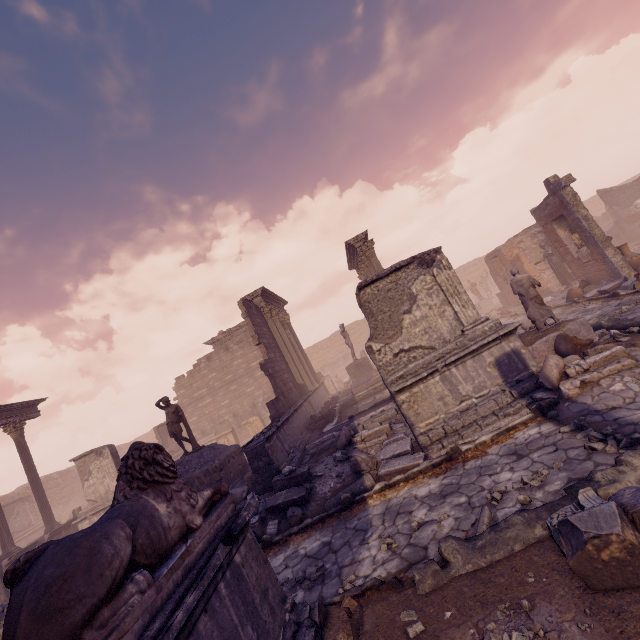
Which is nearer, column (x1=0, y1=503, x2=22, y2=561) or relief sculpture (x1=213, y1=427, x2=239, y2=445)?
column (x1=0, y1=503, x2=22, y2=561)

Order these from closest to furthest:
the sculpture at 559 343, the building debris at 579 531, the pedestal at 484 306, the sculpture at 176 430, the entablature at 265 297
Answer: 1. the building debris at 579 531
2. the sculpture at 559 343
3. the sculpture at 176 430
4. the entablature at 265 297
5. the pedestal at 484 306

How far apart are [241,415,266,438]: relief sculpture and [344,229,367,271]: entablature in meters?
12.2 m

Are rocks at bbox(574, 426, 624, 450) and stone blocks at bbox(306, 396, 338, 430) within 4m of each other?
no

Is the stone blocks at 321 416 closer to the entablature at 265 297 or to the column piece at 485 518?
the entablature at 265 297

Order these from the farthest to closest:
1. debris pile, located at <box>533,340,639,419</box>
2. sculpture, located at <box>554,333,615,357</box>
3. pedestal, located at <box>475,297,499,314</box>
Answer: pedestal, located at <box>475,297,499,314</box> < sculpture, located at <box>554,333,615,357</box> < debris pile, located at <box>533,340,639,419</box>

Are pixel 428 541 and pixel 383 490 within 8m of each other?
yes

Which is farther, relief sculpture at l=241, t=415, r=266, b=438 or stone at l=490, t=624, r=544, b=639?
relief sculpture at l=241, t=415, r=266, b=438
